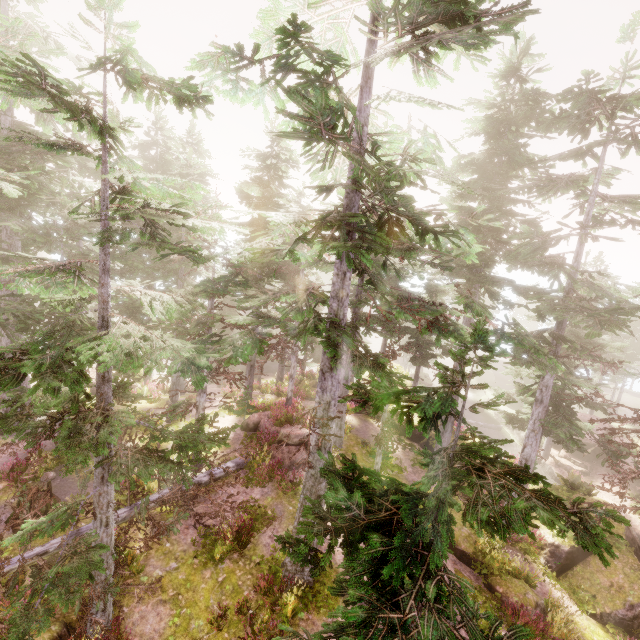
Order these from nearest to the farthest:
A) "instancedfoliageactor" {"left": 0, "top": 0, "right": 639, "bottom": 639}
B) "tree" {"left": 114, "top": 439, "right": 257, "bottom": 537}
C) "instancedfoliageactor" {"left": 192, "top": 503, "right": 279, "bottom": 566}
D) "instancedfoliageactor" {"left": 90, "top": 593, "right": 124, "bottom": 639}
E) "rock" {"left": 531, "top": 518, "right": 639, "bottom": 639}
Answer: "instancedfoliageactor" {"left": 0, "top": 0, "right": 639, "bottom": 639}
"instancedfoliageactor" {"left": 90, "top": 593, "right": 124, "bottom": 639}
"tree" {"left": 114, "top": 439, "right": 257, "bottom": 537}
"instancedfoliageactor" {"left": 192, "top": 503, "right": 279, "bottom": 566}
"rock" {"left": 531, "top": 518, "right": 639, "bottom": 639}

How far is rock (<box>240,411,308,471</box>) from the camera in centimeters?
1708cm

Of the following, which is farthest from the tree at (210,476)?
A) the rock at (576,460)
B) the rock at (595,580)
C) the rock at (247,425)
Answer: the rock at (576,460)

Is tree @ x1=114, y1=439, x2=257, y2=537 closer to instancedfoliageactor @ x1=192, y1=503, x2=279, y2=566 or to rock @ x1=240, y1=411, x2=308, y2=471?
instancedfoliageactor @ x1=192, y1=503, x2=279, y2=566

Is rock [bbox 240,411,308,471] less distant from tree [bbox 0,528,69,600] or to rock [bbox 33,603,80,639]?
tree [bbox 0,528,69,600]

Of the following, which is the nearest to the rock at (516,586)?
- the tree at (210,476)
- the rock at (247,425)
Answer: the rock at (247,425)

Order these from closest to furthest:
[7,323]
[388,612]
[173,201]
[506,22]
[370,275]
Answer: [388,612] < [506,22] < [173,201] < [370,275] < [7,323]

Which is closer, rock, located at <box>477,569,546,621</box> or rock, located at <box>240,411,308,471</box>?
rock, located at <box>477,569,546,621</box>
